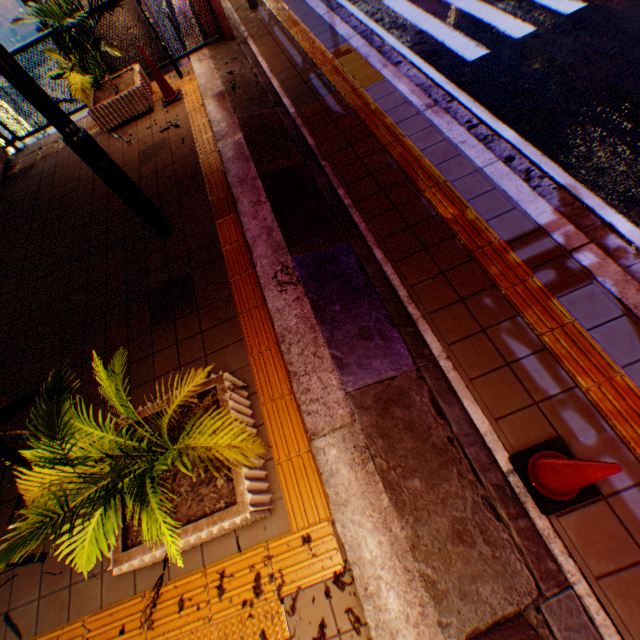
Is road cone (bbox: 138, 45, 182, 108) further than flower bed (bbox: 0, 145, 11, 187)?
No

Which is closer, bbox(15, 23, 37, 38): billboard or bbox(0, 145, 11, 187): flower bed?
bbox(0, 145, 11, 187): flower bed

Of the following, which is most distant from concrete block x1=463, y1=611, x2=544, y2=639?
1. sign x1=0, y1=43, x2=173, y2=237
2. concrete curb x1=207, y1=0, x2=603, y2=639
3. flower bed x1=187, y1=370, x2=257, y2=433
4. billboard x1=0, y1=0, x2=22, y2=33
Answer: billboard x1=0, y1=0, x2=22, y2=33

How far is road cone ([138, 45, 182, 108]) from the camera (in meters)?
5.36

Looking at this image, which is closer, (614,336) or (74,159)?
(614,336)

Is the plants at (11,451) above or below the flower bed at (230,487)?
→ above

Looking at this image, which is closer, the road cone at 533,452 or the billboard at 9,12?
the road cone at 533,452

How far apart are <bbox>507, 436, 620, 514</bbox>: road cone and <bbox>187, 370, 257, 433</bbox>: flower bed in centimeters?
176cm
